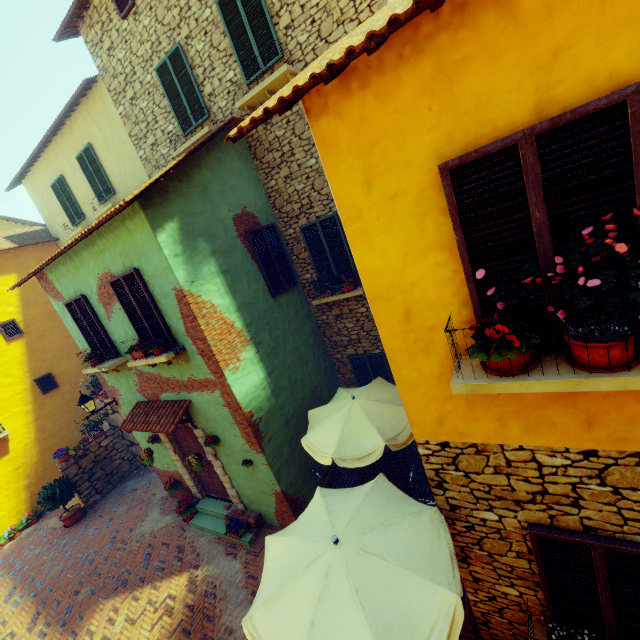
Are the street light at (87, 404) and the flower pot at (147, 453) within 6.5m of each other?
yes

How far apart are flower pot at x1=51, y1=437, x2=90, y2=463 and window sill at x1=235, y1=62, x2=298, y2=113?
12.33m

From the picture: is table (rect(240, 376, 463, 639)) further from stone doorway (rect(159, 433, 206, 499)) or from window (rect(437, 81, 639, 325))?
stone doorway (rect(159, 433, 206, 499))

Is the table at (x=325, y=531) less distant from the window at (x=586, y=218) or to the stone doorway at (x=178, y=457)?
the window at (x=586, y=218)

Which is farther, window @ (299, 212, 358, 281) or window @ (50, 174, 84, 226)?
window @ (50, 174, 84, 226)

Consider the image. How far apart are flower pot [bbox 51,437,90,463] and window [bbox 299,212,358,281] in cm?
1076

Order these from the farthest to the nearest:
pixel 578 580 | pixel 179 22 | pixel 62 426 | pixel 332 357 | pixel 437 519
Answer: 1. pixel 62 426
2. pixel 332 357
3. pixel 179 22
4. pixel 437 519
5. pixel 578 580

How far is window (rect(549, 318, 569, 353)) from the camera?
2.4m
